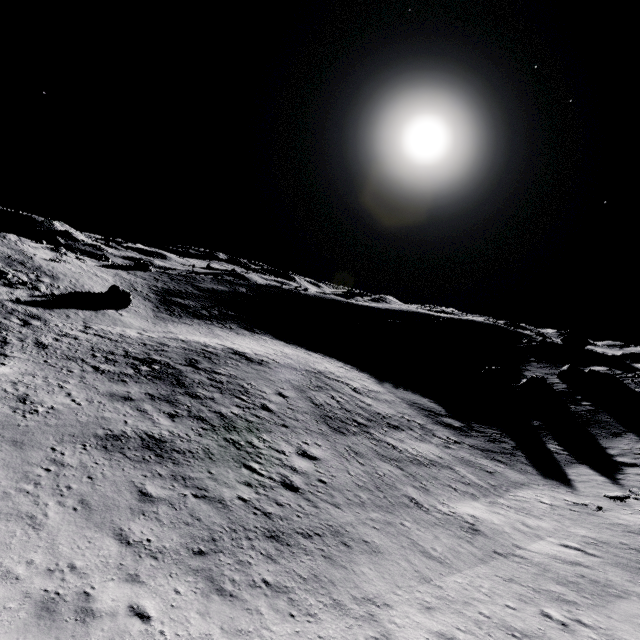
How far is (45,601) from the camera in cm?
809

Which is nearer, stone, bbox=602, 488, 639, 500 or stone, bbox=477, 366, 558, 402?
stone, bbox=602, 488, 639, 500

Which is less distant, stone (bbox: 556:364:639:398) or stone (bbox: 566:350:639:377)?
stone (bbox: 556:364:639:398)

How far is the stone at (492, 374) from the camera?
33.91m

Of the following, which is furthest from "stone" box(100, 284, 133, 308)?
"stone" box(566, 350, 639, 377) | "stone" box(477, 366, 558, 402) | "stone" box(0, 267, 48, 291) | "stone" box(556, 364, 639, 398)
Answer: "stone" box(566, 350, 639, 377)

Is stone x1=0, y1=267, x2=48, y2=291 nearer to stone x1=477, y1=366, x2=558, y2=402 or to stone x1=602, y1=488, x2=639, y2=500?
stone x1=477, y1=366, x2=558, y2=402

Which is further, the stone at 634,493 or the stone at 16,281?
the stone at 16,281

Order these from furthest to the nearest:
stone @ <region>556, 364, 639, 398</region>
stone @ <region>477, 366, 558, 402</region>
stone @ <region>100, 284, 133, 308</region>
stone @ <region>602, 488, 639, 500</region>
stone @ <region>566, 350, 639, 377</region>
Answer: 1. stone @ <region>100, 284, 133, 308</region>
2. stone @ <region>566, 350, 639, 377</region>
3. stone @ <region>477, 366, 558, 402</region>
4. stone @ <region>556, 364, 639, 398</region>
5. stone @ <region>602, 488, 639, 500</region>
